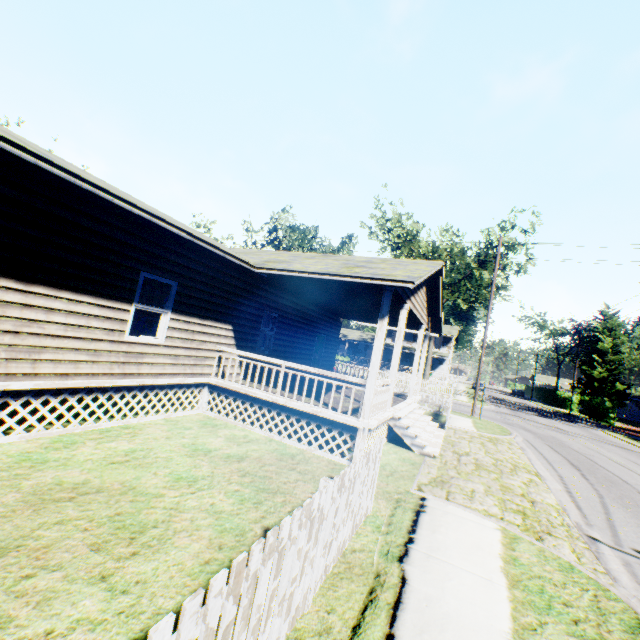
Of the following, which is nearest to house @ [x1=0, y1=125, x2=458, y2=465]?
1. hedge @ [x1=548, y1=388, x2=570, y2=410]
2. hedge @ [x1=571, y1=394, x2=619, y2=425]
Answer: hedge @ [x1=571, y1=394, x2=619, y2=425]

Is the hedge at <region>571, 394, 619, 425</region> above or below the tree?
below

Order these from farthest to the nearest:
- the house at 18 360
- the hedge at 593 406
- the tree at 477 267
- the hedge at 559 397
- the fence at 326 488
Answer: the hedge at 559 397
the hedge at 593 406
the tree at 477 267
the house at 18 360
the fence at 326 488

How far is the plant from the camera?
50.6m

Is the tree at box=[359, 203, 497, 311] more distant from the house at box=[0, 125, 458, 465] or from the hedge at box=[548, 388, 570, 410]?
the hedge at box=[548, 388, 570, 410]

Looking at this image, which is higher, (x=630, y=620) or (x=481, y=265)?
(x=481, y=265)

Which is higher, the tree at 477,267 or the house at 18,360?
the tree at 477,267

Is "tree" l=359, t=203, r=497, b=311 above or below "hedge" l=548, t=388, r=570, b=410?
above
